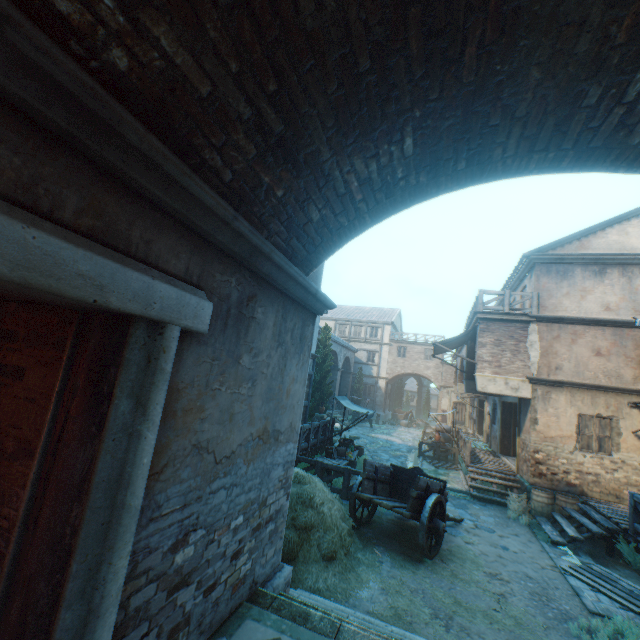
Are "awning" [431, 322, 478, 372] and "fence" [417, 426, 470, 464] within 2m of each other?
no

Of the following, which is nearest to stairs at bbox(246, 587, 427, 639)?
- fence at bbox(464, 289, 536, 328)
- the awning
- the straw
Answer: the straw

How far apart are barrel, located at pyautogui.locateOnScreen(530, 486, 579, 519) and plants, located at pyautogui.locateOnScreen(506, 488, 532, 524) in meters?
0.0

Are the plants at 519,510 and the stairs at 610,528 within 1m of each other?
yes

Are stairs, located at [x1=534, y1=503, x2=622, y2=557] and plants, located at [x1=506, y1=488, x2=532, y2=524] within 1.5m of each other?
yes

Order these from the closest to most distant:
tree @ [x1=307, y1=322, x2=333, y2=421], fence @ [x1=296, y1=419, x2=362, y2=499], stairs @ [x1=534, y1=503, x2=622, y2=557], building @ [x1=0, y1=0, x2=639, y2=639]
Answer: building @ [x1=0, y1=0, x2=639, y2=639]
stairs @ [x1=534, y1=503, x2=622, y2=557]
fence @ [x1=296, y1=419, x2=362, y2=499]
tree @ [x1=307, y1=322, x2=333, y2=421]

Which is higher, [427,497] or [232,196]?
[232,196]

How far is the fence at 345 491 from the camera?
10.5m
